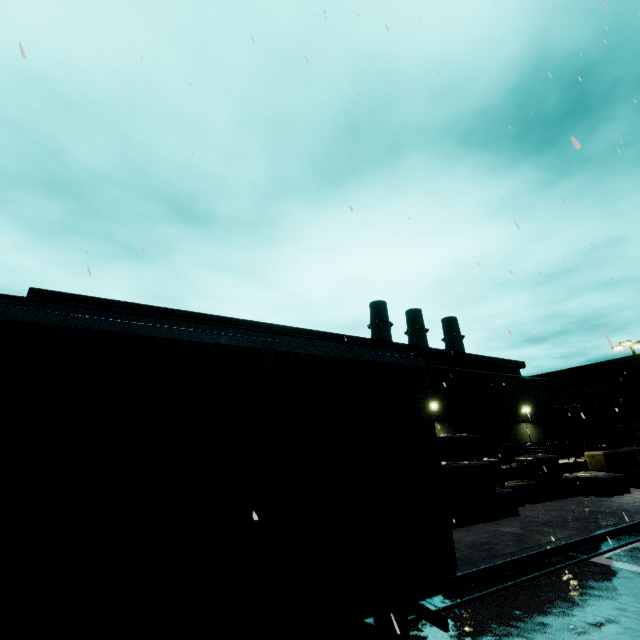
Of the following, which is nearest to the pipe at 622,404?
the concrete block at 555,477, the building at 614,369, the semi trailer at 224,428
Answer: the building at 614,369

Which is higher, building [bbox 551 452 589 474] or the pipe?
the pipe

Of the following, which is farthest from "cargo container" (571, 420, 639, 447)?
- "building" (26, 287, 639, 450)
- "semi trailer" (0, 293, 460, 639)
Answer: "semi trailer" (0, 293, 460, 639)

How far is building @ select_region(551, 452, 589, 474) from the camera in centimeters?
1717cm

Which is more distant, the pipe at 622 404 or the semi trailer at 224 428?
the pipe at 622 404

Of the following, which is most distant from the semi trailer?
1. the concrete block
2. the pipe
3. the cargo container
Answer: the pipe

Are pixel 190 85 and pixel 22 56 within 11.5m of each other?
yes

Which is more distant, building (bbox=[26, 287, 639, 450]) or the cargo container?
the cargo container
